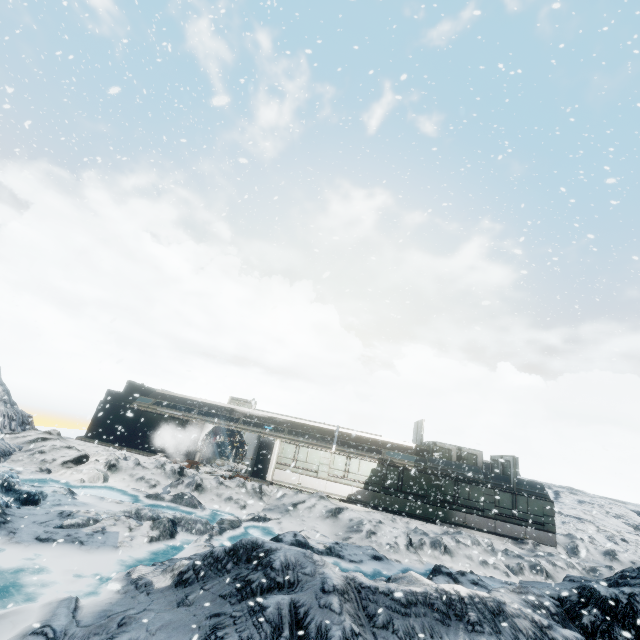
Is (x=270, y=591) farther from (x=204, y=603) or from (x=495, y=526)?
(x=495, y=526)
